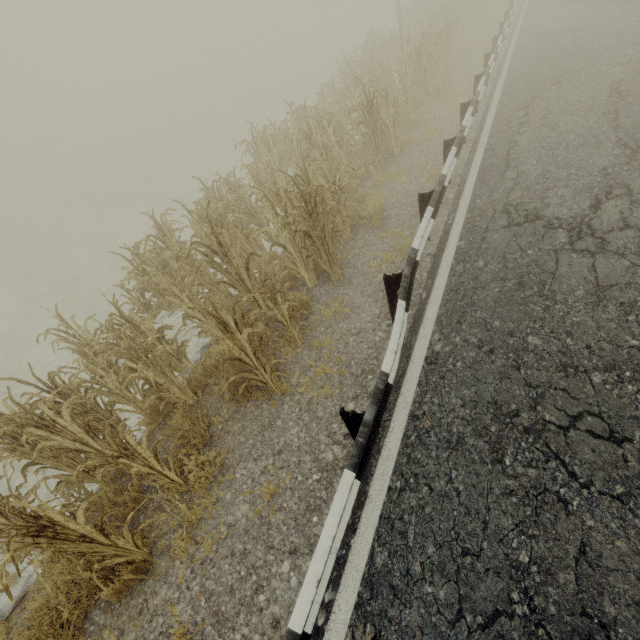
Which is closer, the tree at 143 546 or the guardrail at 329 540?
the guardrail at 329 540

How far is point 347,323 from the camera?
5.05m

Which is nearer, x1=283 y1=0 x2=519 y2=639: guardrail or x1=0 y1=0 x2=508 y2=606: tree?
x1=283 y1=0 x2=519 y2=639: guardrail
